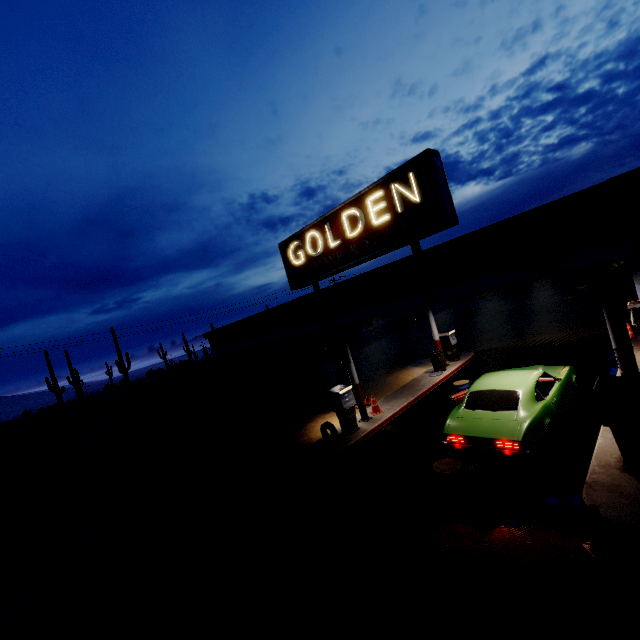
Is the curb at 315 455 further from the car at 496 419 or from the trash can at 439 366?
the car at 496 419

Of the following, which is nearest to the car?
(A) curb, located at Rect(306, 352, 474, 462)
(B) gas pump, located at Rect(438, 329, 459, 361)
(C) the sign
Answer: (A) curb, located at Rect(306, 352, 474, 462)

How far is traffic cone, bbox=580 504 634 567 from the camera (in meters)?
4.34

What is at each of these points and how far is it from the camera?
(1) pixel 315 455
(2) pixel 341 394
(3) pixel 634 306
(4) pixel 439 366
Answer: (1) curb, 9.9m
(2) gas pump, 10.7m
(3) gas pump, 10.9m
(4) trash can, 15.0m

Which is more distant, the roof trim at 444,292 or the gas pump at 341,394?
the gas pump at 341,394

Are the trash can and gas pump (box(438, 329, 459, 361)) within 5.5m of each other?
yes

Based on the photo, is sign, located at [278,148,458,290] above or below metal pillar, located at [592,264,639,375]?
above

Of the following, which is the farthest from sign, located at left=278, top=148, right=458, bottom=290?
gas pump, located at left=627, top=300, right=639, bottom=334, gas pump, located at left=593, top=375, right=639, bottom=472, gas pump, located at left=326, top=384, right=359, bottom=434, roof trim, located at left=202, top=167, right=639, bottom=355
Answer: gas pump, located at left=627, top=300, right=639, bottom=334
